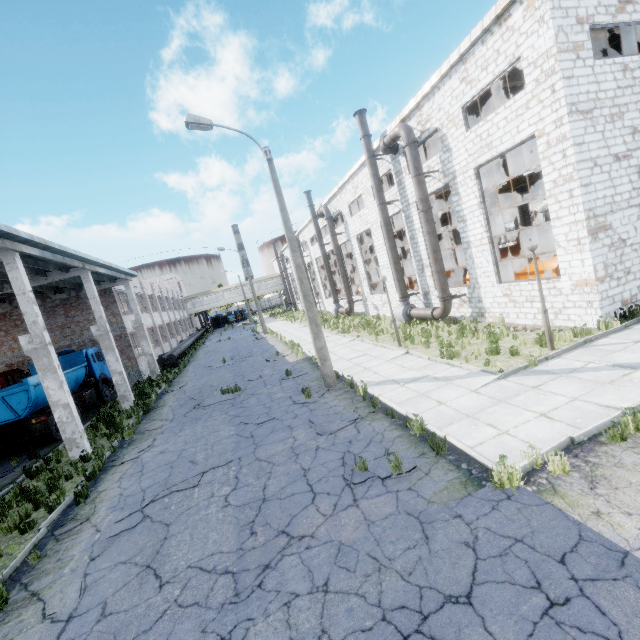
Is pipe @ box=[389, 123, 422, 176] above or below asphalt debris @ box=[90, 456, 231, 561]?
above

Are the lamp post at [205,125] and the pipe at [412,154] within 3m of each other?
no

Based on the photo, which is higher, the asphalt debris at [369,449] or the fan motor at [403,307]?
the fan motor at [403,307]

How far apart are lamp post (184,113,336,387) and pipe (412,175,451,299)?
7.4m

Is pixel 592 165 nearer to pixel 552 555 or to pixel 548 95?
pixel 548 95

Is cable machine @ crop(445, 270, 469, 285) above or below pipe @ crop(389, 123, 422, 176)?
below

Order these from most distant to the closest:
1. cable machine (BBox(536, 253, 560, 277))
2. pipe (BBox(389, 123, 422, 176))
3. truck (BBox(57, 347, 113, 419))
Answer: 1. truck (BBox(57, 347, 113, 419))
2. pipe (BBox(389, 123, 422, 176))
3. cable machine (BBox(536, 253, 560, 277))
